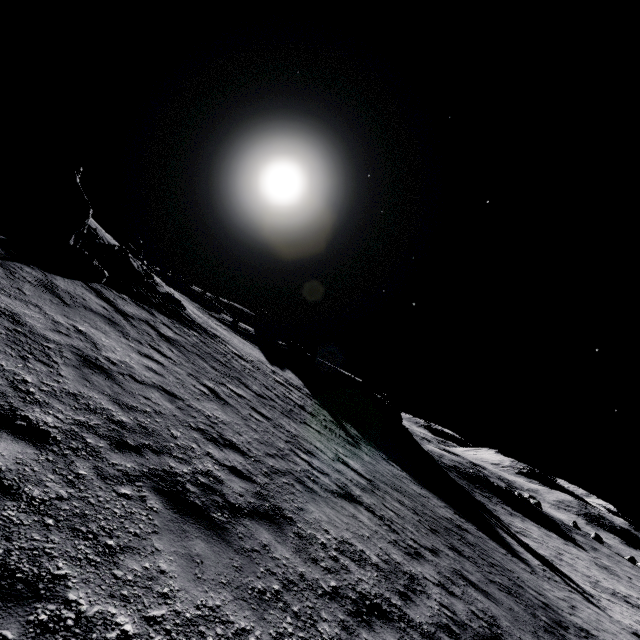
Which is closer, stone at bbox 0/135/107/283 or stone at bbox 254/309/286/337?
stone at bbox 0/135/107/283

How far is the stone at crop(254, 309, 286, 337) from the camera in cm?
5764

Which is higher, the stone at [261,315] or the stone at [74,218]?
the stone at [261,315]

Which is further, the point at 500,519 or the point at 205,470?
the point at 500,519

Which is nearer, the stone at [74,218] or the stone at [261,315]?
the stone at [74,218]

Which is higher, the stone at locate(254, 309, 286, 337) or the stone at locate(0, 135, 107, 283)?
the stone at locate(254, 309, 286, 337)
